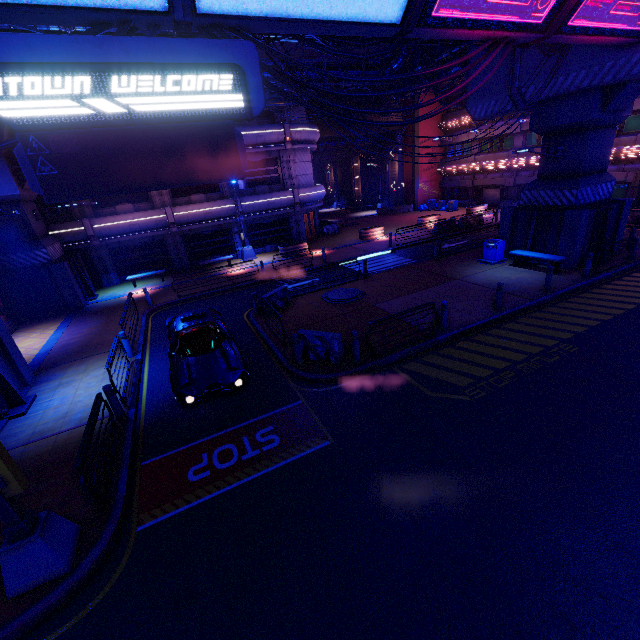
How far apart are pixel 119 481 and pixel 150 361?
6.1m

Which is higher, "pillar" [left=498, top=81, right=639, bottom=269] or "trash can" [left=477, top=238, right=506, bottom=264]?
"pillar" [left=498, top=81, right=639, bottom=269]

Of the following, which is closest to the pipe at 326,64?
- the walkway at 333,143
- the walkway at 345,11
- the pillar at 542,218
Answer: the walkway at 345,11

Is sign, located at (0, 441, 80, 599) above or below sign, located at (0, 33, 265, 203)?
below

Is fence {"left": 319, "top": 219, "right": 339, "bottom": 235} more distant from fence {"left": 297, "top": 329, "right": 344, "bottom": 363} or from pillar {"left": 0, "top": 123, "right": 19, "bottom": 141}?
fence {"left": 297, "top": 329, "right": 344, "bottom": 363}

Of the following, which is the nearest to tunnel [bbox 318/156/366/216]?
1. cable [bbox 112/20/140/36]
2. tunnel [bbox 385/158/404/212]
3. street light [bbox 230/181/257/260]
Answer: tunnel [bbox 385/158/404/212]

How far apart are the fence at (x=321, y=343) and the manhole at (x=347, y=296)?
4.2m

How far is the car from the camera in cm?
880
